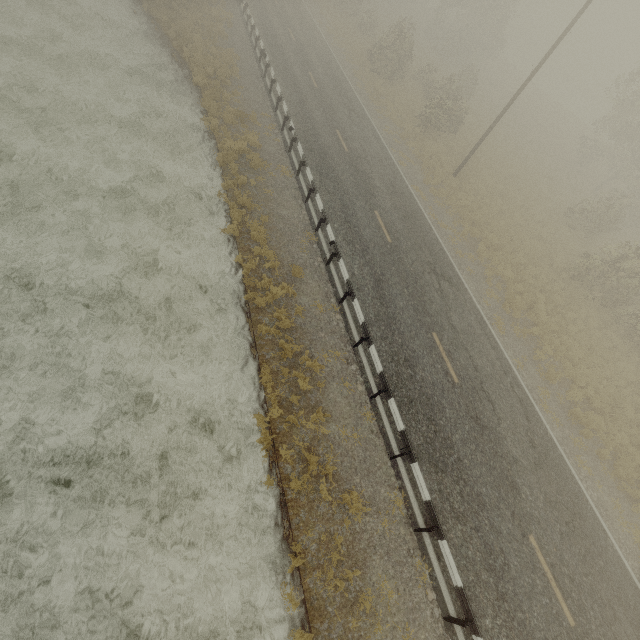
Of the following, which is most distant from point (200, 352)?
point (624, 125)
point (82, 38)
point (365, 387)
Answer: point (624, 125)
